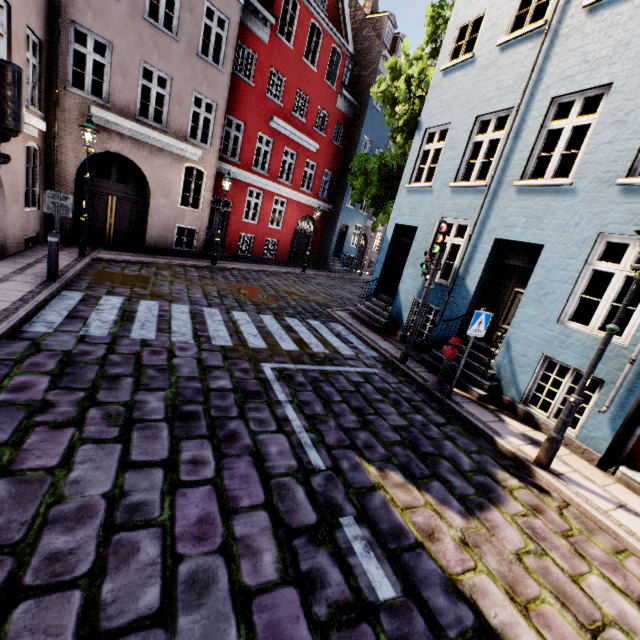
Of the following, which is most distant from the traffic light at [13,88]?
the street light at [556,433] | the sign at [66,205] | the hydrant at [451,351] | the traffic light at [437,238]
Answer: the street light at [556,433]

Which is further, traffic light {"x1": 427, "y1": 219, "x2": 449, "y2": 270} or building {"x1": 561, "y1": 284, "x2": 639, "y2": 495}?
traffic light {"x1": 427, "y1": 219, "x2": 449, "y2": 270}

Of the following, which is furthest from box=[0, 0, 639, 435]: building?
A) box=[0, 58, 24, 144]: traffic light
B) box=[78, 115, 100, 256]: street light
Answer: box=[0, 58, 24, 144]: traffic light

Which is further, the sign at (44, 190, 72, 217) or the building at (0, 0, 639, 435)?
the sign at (44, 190, 72, 217)

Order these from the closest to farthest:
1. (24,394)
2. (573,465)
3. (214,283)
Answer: (24,394), (573,465), (214,283)

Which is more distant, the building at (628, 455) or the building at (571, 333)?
the building at (571, 333)

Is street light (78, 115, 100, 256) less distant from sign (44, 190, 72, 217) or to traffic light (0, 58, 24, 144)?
sign (44, 190, 72, 217)

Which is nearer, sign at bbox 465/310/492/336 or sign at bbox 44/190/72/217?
sign at bbox 465/310/492/336
